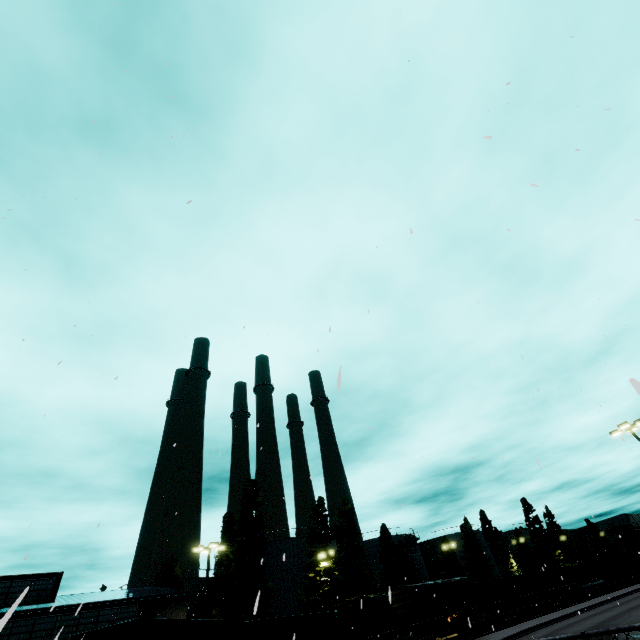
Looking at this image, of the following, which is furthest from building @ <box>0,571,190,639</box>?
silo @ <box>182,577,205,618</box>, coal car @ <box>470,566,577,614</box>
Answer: silo @ <box>182,577,205,618</box>

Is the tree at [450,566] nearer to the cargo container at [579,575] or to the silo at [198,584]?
the cargo container at [579,575]

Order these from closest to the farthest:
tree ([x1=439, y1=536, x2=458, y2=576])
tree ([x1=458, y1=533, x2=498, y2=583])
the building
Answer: the building → tree ([x1=439, y1=536, x2=458, y2=576]) → tree ([x1=458, y1=533, x2=498, y2=583])

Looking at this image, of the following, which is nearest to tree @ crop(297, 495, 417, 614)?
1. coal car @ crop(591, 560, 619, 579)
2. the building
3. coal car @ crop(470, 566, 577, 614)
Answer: coal car @ crop(470, 566, 577, 614)

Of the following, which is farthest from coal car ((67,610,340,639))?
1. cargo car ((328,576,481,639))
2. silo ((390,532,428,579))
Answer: silo ((390,532,428,579))

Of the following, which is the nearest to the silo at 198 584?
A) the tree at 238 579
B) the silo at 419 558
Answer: the silo at 419 558

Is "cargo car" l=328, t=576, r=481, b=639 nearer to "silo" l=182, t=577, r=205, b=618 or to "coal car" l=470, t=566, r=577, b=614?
"coal car" l=470, t=566, r=577, b=614

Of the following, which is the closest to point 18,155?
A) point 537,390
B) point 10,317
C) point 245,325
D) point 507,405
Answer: point 10,317
